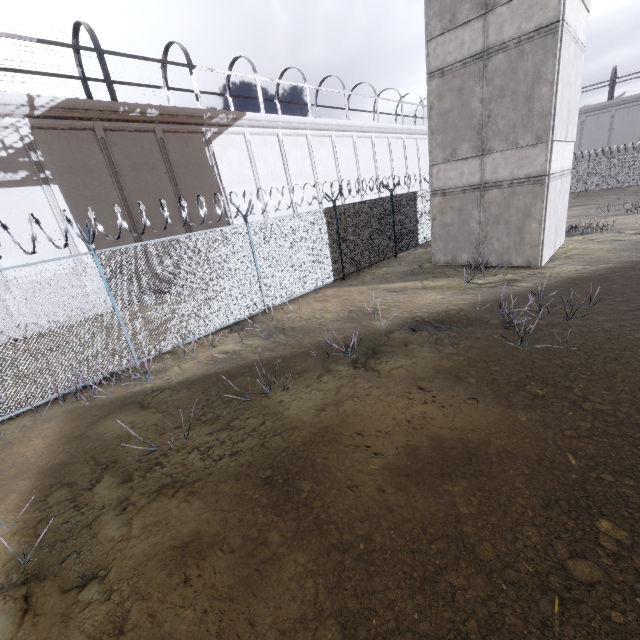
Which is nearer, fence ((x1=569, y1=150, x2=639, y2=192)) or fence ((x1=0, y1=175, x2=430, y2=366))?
fence ((x1=0, y1=175, x2=430, y2=366))

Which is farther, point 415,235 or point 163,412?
point 415,235

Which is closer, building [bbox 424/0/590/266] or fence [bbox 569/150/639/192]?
building [bbox 424/0/590/266]

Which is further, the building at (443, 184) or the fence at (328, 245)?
the building at (443, 184)

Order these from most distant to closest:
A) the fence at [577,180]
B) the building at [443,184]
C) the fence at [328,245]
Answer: the fence at [577,180] < the building at [443,184] < the fence at [328,245]

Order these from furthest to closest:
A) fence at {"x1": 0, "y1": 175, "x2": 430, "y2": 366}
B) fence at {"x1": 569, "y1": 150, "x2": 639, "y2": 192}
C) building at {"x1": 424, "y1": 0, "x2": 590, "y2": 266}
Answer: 1. fence at {"x1": 569, "y1": 150, "x2": 639, "y2": 192}
2. building at {"x1": 424, "y1": 0, "x2": 590, "y2": 266}
3. fence at {"x1": 0, "y1": 175, "x2": 430, "y2": 366}
